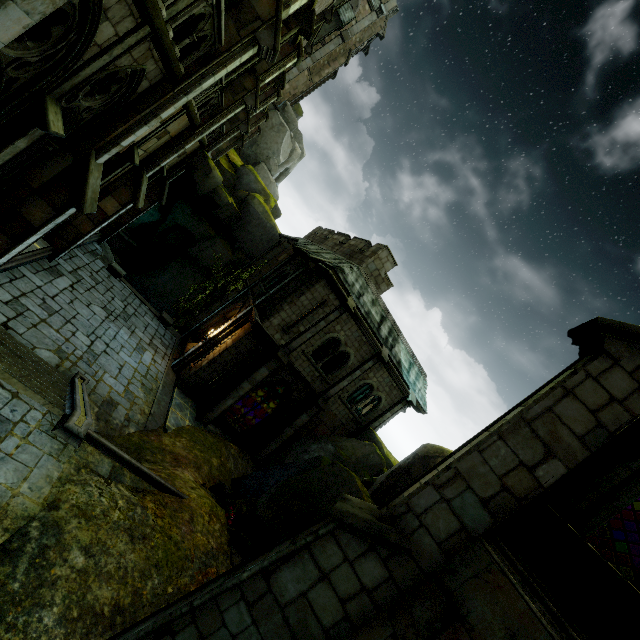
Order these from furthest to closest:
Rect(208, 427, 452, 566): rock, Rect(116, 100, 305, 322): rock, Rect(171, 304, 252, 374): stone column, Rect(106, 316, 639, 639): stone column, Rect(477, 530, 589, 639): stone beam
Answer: Rect(116, 100, 305, 322): rock → Rect(171, 304, 252, 374): stone column → Rect(208, 427, 452, 566): rock → Rect(106, 316, 639, 639): stone column → Rect(477, 530, 589, 639): stone beam

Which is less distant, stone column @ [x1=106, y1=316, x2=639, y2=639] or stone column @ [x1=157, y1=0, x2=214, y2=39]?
stone column @ [x1=106, y1=316, x2=639, y2=639]

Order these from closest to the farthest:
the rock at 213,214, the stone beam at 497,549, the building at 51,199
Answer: the stone beam at 497,549
the building at 51,199
the rock at 213,214

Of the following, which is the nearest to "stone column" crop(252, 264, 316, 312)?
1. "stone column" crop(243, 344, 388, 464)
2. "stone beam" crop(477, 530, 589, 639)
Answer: "stone column" crop(243, 344, 388, 464)

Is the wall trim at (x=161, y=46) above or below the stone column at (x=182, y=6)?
below

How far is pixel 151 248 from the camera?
26.2m

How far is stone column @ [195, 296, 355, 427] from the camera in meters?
15.8 m

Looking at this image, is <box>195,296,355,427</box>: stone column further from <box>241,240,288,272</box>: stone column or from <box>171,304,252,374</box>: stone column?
<box>241,240,288,272</box>: stone column
